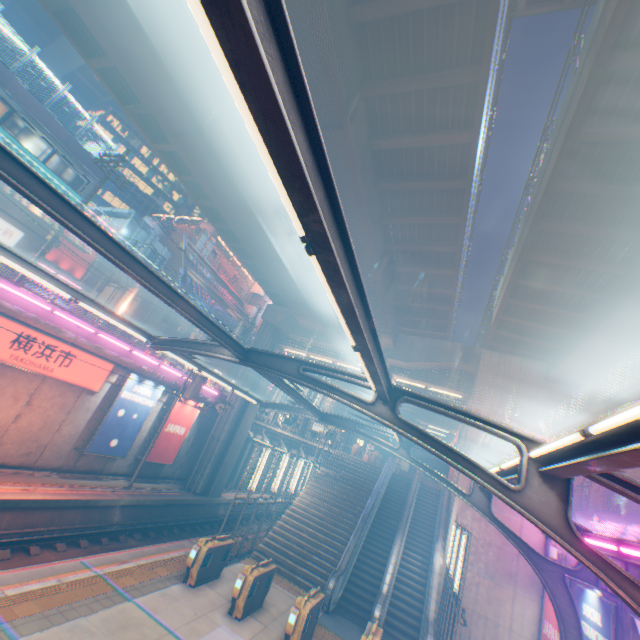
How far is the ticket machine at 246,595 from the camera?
10.2 meters

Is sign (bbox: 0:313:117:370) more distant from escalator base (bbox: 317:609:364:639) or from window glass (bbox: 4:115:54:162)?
window glass (bbox: 4:115:54:162)

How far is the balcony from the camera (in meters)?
32.03

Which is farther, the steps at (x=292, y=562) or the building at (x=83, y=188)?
the building at (x=83, y=188)

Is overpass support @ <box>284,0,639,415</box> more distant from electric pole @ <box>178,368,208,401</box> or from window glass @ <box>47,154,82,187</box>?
window glass @ <box>47,154,82,187</box>

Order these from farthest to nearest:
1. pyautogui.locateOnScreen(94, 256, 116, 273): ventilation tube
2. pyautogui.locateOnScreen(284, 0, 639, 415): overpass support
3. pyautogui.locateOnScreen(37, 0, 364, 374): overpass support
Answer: pyautogui.locateOnScreen(94, 256, 116, 273): ventilation tube < pyautogui.locateOnScreen(37, 0, 364, 374): overpass support < pyautogui.locateOnScreen(284, 0, 639, 415): overpass support

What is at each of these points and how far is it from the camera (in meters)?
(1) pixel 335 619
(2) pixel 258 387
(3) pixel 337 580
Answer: (1) escalator base, 12.51
(2) overpass support, 26.14
(3) escalator, 13.17

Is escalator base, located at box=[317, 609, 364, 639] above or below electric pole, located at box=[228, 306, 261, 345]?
below
